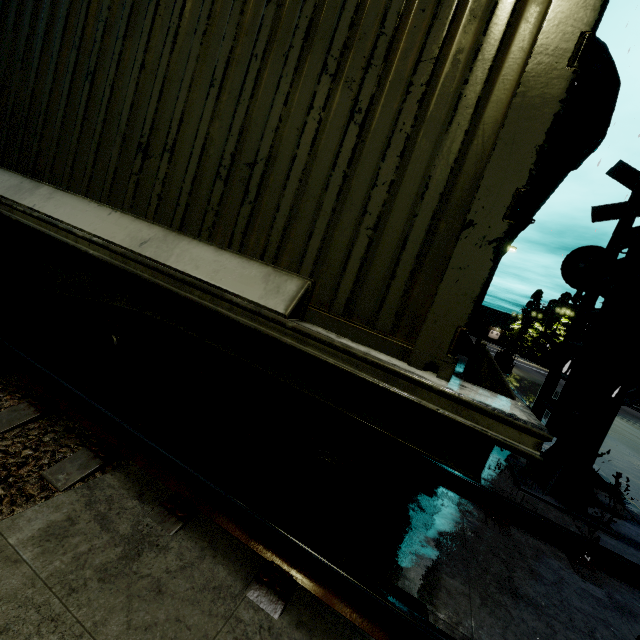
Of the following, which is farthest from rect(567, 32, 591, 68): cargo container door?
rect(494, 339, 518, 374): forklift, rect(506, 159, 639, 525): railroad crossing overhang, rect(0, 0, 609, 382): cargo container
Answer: rect(494, 339, 518, 374): forklift

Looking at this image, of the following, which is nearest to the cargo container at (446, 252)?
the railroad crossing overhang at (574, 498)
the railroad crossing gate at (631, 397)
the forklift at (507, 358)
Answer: the railroad crossing overhang at (574, 498)

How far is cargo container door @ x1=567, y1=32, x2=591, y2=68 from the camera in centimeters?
142cm

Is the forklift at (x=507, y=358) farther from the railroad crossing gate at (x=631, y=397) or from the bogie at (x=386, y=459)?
the bogie at (x=386, y=459)

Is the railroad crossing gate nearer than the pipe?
No

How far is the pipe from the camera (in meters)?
4.51

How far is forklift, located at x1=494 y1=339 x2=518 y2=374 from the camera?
21.72m

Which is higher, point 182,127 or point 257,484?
point 182,127
